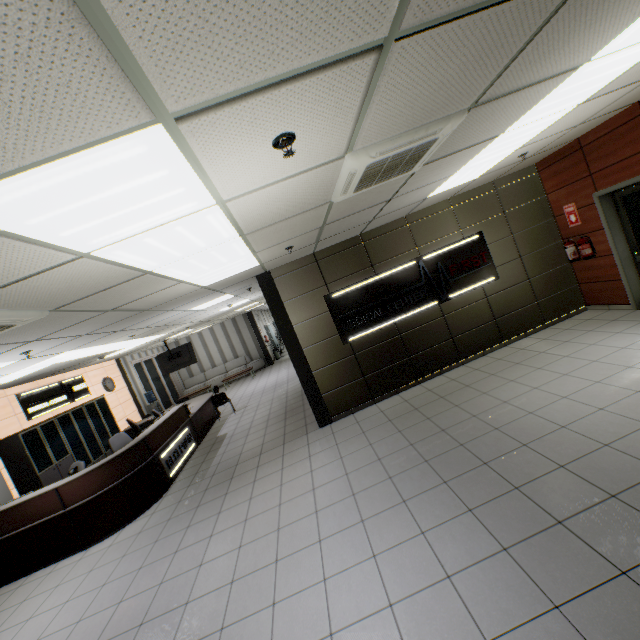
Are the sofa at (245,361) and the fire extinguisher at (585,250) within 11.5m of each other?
no

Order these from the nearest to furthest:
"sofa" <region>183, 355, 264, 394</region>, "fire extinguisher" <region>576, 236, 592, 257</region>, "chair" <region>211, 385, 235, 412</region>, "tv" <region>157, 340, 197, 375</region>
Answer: "fire extinguisher" <region>576, 236, 592, 257</region>, "chair" <region>211, 385, 235, 412</region>, "tv" <region>157, 340, 197, 375</region>, "sofa" <region>183, 355, 264, 394</region>

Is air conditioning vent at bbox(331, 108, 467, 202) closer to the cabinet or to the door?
the door

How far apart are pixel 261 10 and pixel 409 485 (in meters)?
4.15

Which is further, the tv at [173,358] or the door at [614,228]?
the tv at [173,358]

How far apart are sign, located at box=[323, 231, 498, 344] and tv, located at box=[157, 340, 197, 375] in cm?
792

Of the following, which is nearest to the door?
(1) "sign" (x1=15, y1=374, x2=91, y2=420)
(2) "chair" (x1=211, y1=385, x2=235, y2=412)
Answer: (2) "chair" (x1=211, y1=385, x2=235, y2=412)

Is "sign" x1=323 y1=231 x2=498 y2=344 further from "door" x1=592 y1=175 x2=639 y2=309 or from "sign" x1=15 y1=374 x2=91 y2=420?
"sign" x1=15 y1=374 x2=91 y2=420
